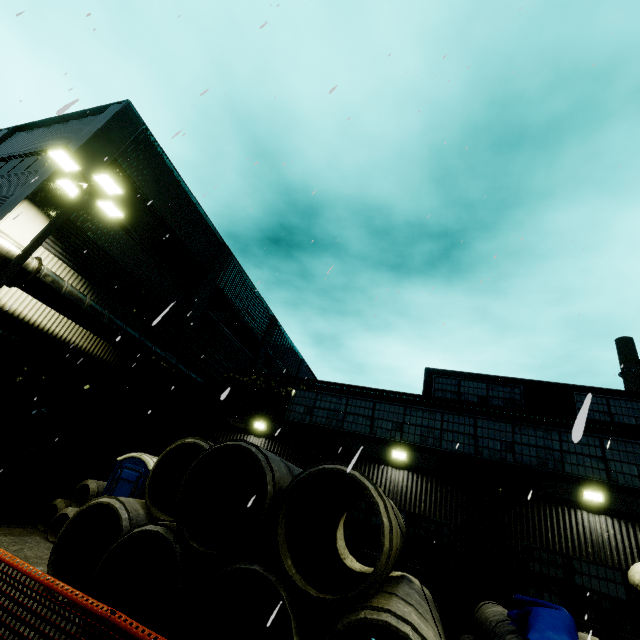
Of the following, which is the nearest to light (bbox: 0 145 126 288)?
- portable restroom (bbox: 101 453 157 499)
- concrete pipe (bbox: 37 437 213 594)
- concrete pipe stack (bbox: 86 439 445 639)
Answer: concrete pipe (bbox: 37 437 213 594)

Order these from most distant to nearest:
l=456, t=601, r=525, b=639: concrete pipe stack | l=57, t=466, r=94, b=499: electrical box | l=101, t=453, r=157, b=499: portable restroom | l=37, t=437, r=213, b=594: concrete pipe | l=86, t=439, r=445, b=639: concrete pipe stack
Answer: l=57, t=466, r=94, b=499: electrical box < l=101, t=453, r=157, b=499: portable restroom < l=37, t=437, r=213, b=594: concrete pipe < l=456, t=601, r=525, b=639: concrete pipe stack < l=86, t=439, r=445, b=639: concrete pipe stack

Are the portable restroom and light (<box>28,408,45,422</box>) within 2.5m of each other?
no

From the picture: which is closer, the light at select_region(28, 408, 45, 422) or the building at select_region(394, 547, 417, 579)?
the building at select_region(394, 547, 417, 579)

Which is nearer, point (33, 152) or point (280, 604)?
point (280, 604)

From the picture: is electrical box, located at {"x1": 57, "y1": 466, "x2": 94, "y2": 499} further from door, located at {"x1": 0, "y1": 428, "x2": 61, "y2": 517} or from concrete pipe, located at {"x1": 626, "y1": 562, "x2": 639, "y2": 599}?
concrete pipe, located at {"x1": 626, "y1": 562, "x2": 639, "y2": 599}

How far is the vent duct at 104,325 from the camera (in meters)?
9.61

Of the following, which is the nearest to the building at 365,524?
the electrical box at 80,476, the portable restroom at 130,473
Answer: the electrical box at 80,476
